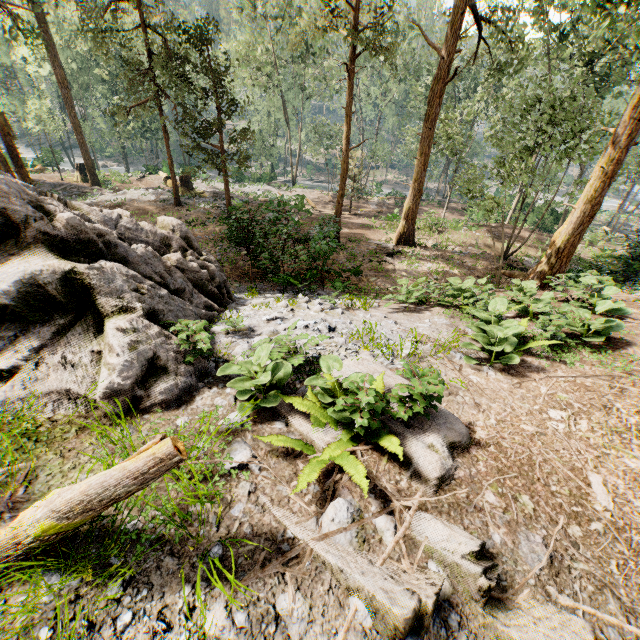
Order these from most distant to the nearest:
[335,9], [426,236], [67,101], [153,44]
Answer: [67,101]
[426,236]
[153,44]
[335,9]

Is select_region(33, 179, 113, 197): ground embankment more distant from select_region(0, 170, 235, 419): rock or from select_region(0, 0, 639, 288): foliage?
select_region(0, 170, 235, 419): rock

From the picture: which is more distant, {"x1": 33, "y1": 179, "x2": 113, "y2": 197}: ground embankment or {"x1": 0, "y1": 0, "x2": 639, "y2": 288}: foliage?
{"x1": 33, "y1": 179, "x2": 113, "y2": 197}: ground embankment

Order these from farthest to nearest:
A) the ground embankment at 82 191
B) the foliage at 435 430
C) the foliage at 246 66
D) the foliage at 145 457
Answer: the ground embankment at 82 191
the foliage at 246 66
the foliage at 435 430
the foliage at 145 457

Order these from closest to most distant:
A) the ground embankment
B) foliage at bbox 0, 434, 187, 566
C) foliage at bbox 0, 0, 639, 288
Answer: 1. foliage at bbox 0, 434, 187, 566
2. foliage at bbox 0, 0, 639, 288
3. the ground embankment

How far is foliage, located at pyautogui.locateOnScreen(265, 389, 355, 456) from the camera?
3.6 meters

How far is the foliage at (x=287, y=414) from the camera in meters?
3.6
